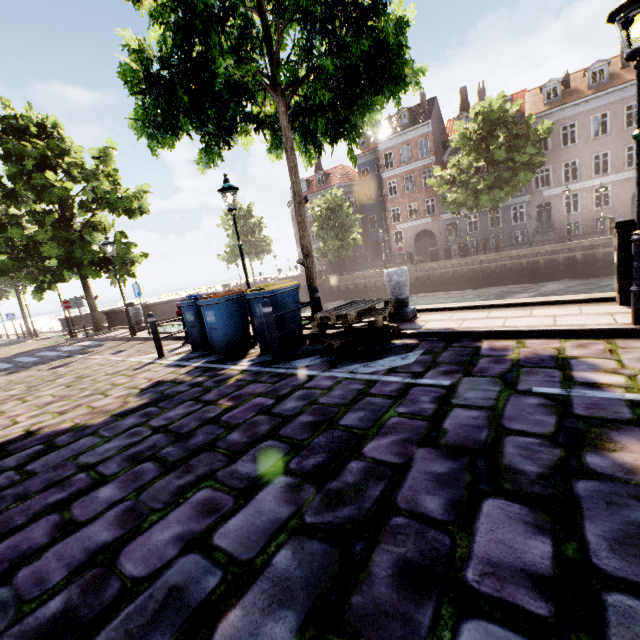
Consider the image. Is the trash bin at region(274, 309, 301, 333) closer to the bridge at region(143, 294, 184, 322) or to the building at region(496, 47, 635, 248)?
the bridge at region(143, 294, 184, 322)

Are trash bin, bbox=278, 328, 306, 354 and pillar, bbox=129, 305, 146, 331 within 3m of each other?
no

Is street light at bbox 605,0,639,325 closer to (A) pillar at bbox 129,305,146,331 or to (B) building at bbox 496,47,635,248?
(B) building at bbox 496,47,635,248

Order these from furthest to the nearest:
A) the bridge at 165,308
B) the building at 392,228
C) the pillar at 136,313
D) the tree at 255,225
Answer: the tree at 255,225, the building at 392,228, the bridge at 165,308, the pillar at 136,313

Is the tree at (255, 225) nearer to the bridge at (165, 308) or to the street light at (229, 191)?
the street light at (229, 191)

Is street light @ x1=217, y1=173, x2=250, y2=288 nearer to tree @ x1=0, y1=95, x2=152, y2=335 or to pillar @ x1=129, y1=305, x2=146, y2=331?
tree @ x1=0, y1=95, x2=152, y2=335

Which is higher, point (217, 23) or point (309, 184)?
point (309, 184)

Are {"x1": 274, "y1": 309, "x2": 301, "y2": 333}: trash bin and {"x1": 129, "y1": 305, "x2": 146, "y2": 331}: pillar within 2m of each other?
no
